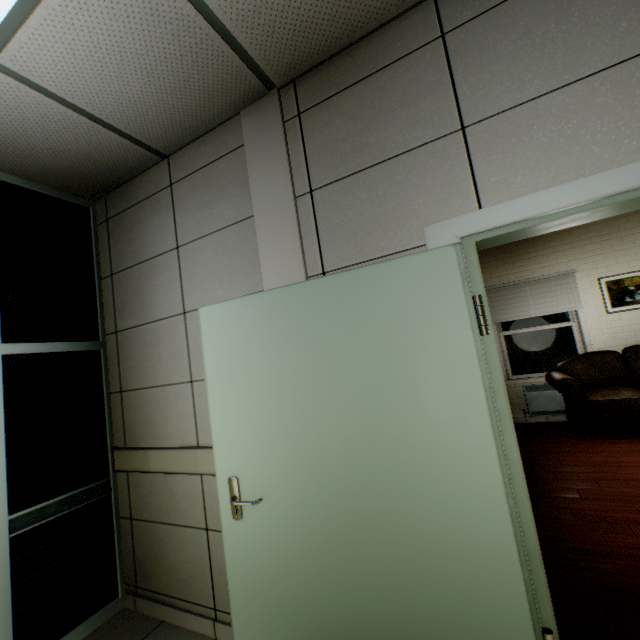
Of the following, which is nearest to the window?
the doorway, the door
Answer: the door

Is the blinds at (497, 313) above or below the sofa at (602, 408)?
above

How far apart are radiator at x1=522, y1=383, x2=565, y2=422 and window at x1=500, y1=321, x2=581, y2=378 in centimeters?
16cm

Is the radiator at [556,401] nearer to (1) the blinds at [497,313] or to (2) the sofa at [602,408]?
(2) the sofa at [602,408]

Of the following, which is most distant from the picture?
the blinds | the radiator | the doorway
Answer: the doorway

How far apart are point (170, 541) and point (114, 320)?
1.7 meters

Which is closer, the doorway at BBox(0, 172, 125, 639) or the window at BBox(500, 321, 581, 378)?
the doorway at BBox(0, 172, 125, 639)

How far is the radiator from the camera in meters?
5.2
